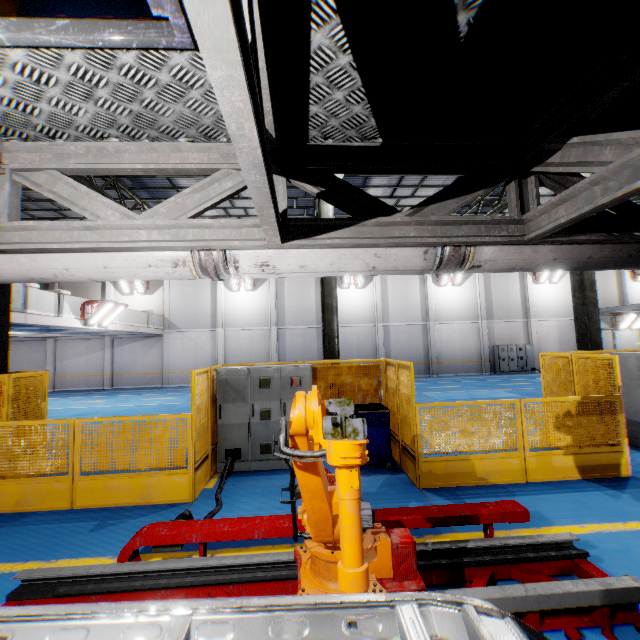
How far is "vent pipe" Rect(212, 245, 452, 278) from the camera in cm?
255

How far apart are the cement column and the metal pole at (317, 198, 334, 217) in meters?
11.0

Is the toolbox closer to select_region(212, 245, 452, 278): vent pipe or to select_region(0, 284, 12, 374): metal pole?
select_region(212, 245, 452, 278): vent pipe

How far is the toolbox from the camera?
6.64m

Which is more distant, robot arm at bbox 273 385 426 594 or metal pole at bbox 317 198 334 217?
metal pole at bbox 317 198 334 217

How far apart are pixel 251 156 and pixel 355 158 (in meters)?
1.49

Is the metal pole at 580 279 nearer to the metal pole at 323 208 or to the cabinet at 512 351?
the metal pole at 323 208

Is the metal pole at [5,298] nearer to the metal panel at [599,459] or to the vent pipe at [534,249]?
the metal panel at [599,459]
